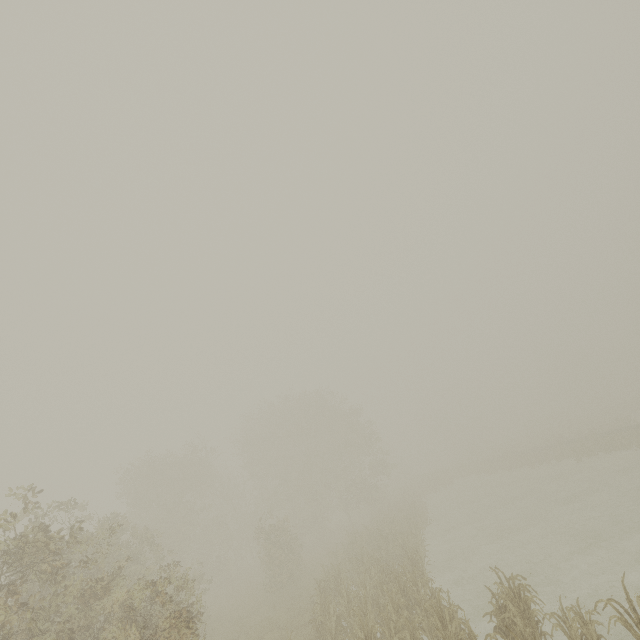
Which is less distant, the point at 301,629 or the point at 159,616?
the point at 159,616
